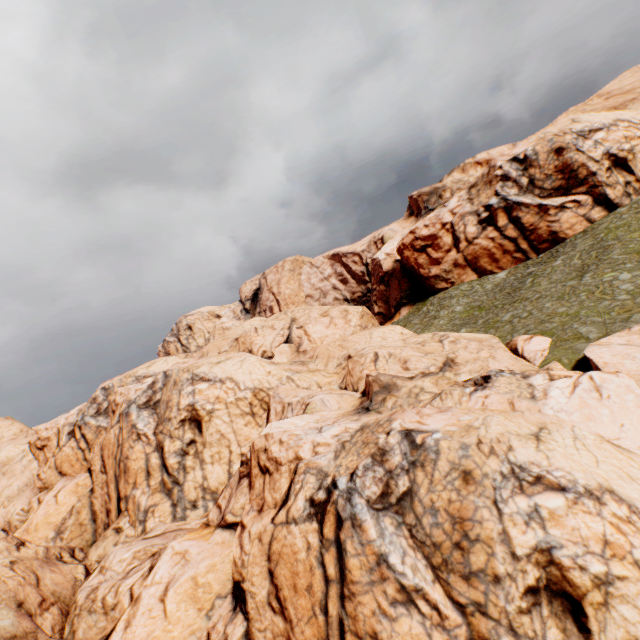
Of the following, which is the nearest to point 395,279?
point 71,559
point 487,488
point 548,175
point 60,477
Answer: point 548,175
